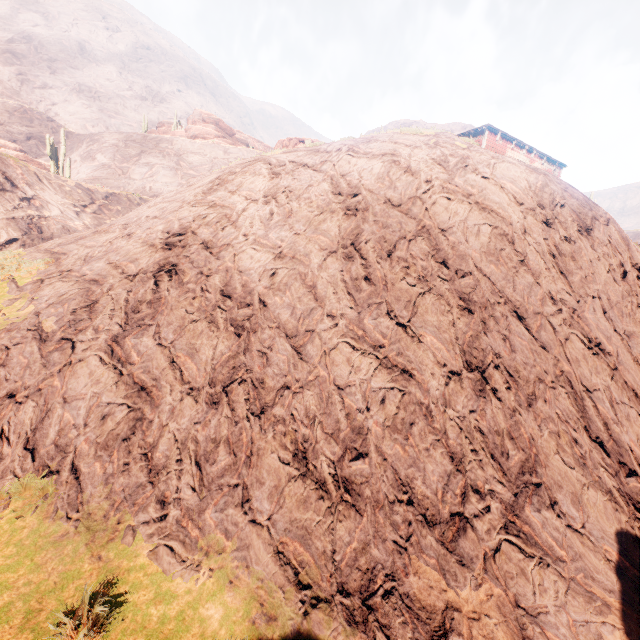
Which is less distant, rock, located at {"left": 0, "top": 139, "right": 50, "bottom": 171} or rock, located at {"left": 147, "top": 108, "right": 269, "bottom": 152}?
rock, located at {"left": 0, "top": 139, "right": 50, "bottom": 171}

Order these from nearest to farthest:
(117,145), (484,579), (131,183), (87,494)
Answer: (484,579) → (87,494) → (131,183) → (117,145)

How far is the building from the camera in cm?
2180

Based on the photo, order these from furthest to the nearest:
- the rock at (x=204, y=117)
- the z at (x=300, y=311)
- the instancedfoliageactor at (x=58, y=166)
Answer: the rock at (x=204, y=117), the instancedfoliageactor at (x=58, y=166), the z at (x=300, y=311)

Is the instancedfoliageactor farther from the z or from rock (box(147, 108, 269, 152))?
rock (box(147, 108, 269, 152))

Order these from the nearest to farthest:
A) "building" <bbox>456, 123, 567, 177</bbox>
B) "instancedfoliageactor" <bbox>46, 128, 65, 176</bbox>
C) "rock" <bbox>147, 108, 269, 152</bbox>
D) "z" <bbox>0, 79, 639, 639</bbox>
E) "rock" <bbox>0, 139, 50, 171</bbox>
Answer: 1. "z" <bbox>0, 79, 639, 639</bbox>
2. "building" <bbox>456, 123, 567, 177</bbox>
3. "instancedfoliageactor" <bbox>46, 128, 65, 176</bbox>
4. "rock" <bbox>0, 139, 50, 171</bbox>
5. "rock" <bbox>147, 108, 269, 152</bbox>

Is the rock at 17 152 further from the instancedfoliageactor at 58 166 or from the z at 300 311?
the instancedfoliageactor at 58 166

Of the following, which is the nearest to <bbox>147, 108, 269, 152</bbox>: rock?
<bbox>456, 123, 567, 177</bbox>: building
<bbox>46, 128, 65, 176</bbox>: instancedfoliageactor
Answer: <bbox>46, 128, 65, 176</bbox>: instancedfoliageactor
